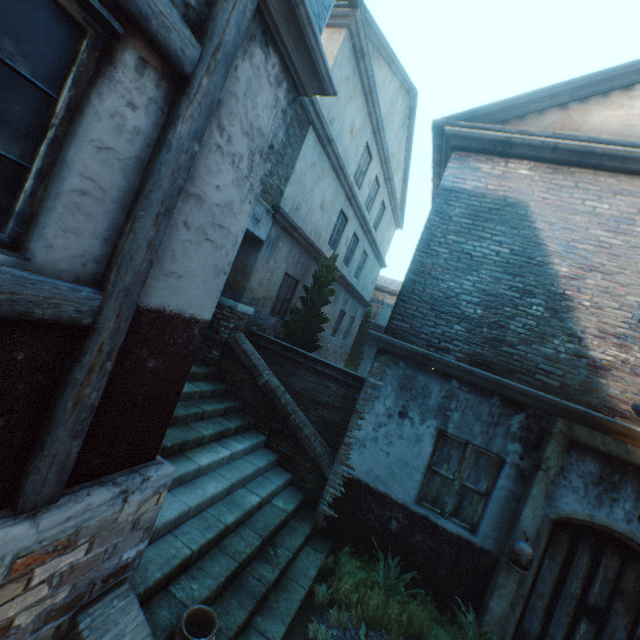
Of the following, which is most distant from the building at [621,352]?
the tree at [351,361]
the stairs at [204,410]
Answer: the tree at [351,361]

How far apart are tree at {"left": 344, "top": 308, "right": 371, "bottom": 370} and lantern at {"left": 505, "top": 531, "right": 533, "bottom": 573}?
14.4 meters

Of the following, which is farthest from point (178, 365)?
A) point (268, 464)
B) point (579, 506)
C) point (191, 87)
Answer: point (579, 506)

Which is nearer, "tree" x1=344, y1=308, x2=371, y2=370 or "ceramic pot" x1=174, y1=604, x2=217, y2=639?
"ceramic pot" x1=174, y1=604, x2=217, y2=639

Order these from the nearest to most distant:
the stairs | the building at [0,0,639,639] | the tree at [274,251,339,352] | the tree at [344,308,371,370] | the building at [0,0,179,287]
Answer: the building at [0,0,179,287] → the building at [0,0,639,639] → the stairs → the tree at [274,251,339,352] → the tree at [344,308,371,370]

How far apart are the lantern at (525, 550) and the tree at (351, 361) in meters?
14.4

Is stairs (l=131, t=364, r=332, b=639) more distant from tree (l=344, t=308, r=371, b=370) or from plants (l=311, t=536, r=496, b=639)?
tree (l=344, t=308, r=371, b=370)

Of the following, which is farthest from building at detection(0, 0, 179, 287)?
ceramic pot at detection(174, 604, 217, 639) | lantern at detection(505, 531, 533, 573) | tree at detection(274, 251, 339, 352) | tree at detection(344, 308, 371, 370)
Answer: tree at detection(344, 308, 371, 370)
